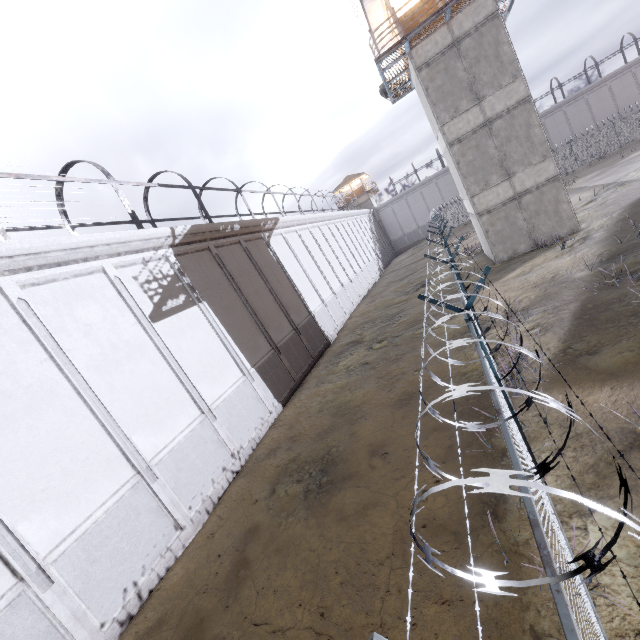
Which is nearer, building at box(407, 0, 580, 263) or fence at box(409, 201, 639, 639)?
fence at box(409, 201, 639, 639)

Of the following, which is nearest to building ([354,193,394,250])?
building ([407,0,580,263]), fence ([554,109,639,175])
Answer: fence ([554,109,639,175])

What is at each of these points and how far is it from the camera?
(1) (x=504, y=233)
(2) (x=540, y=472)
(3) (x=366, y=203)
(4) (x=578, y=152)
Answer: (1) building, 17.4m
(2) fence, 1.7m
(3) building, 53.9m
(4) fence, 36.9m

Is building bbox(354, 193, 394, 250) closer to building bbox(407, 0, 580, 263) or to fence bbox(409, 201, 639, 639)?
fence bbox(409, 201, 639, 639)

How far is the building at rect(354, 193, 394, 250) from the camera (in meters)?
53.66

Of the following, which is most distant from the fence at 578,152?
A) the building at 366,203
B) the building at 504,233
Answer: the building at 366,203

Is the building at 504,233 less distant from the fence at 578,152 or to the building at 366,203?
the fence at 578,152
